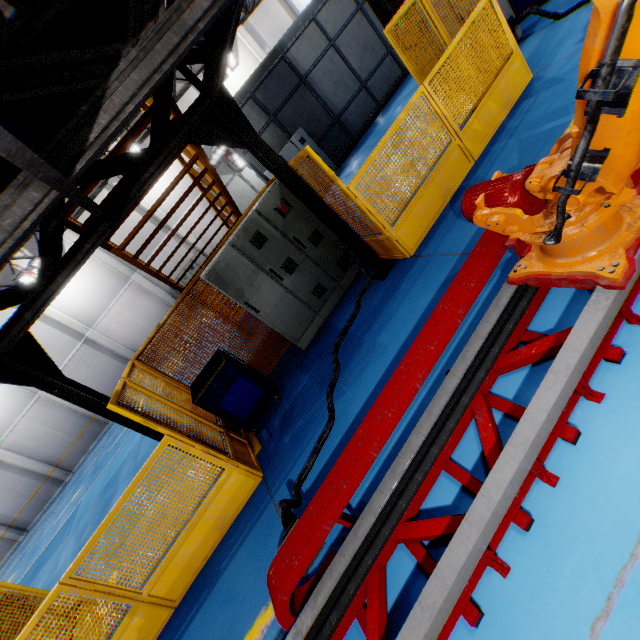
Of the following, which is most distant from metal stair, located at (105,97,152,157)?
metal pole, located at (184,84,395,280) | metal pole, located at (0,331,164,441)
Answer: metal pole, located at (0,331,164,441)

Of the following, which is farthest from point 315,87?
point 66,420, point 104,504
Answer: point 66,420

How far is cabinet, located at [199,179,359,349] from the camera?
5.22m

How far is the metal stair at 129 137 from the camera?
4.06m

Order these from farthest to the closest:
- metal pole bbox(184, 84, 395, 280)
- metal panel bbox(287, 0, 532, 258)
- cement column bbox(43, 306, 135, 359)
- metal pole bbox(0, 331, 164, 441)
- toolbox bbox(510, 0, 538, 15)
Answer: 1. cement column bbox(43, 306, 135, 359)
2. toolbox bbox(510, 0, 538, 15)
3. metal panel bbox(287, 0, 532, 258)
4. metal pole bbox(184, 84, 395, 280)
5. metal pole bbox(0, 331, 164, 441)

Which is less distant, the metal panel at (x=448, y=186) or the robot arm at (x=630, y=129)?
the robot arm at (x=630, y=129)

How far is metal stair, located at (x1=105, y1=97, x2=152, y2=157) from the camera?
4.1 meters

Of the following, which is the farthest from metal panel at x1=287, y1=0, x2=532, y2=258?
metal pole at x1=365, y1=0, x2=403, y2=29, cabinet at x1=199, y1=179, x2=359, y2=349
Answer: metal pole at x1=365, y1=0, x2=403, y2=29
